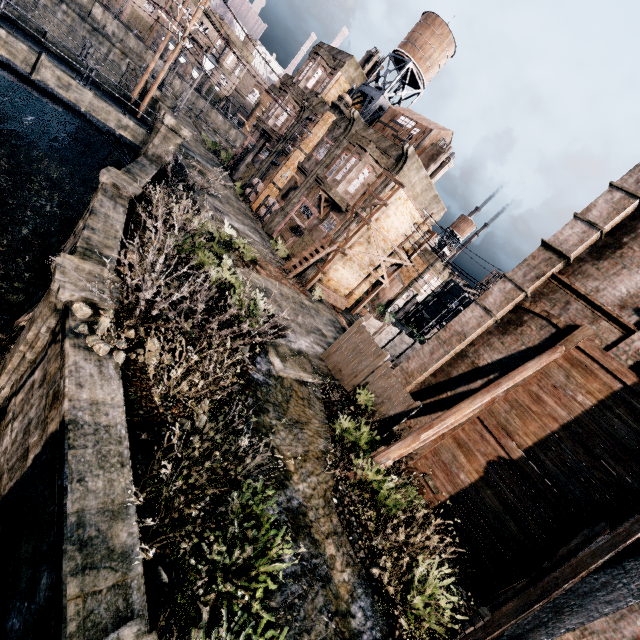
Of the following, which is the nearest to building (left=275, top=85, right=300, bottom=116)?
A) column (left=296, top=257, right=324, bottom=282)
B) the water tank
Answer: column (left=296, top=257, right=324, bottom=282)

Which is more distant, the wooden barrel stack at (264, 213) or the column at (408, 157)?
the wooden barrel stack at (264, 213)

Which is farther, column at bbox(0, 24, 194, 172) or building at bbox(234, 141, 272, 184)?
building at bbox(234, 141, 272, 184)

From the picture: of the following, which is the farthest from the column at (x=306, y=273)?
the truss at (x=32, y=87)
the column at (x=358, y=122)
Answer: the truss at (x=32, y=87)

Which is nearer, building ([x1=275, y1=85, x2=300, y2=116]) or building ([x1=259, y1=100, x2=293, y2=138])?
building ([x1=275, y1=85, x2=300, y2=116])

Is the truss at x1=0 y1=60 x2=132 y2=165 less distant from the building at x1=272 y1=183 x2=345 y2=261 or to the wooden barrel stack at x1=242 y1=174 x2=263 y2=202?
the wooden barrel stack at x1=242 y1=174 x2=263 y2=202

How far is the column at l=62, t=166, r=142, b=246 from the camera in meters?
13.6

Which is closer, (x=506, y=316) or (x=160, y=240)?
(x=160, y=240)
